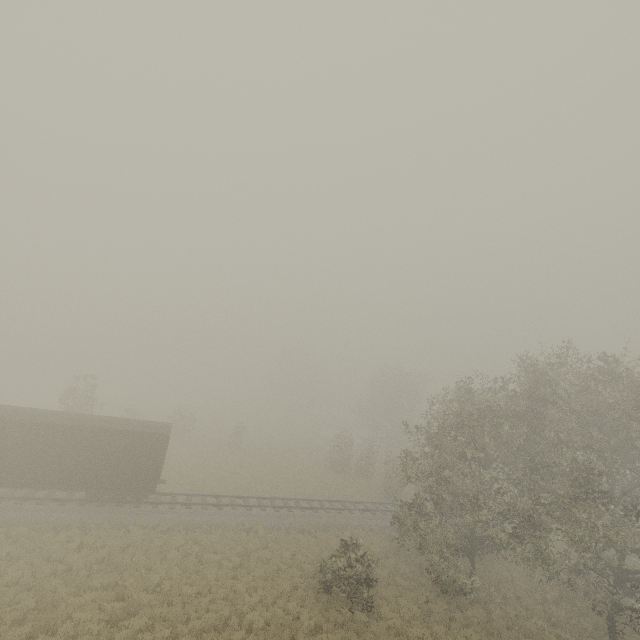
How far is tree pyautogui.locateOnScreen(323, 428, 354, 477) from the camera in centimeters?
3697cm

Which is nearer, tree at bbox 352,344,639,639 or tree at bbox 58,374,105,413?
tree at bbox 352,344,639,639

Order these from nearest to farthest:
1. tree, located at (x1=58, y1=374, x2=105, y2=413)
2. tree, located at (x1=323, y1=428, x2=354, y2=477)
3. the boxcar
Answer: the boxcar < tree, located at (x1=58, y1=374, x2=105, y2=413) < tree, located at (x1=323, y1=428, x2=354, y2=477)

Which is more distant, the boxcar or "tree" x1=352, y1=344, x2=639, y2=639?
the boxcar

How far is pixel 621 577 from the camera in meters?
16.4 m

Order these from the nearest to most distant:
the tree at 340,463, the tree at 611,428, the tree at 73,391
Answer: the tree at 611,428 → the tree at 73,391 → the tree at 340,463

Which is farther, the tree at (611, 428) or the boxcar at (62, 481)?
the boxcar at (62, 481)
